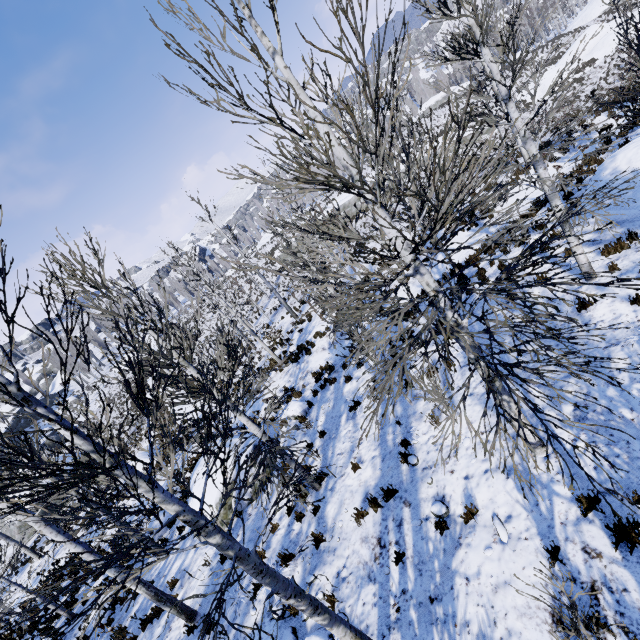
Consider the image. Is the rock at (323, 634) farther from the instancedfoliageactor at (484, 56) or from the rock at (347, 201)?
the rock at (347, 201)

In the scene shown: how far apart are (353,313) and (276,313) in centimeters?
1393cm

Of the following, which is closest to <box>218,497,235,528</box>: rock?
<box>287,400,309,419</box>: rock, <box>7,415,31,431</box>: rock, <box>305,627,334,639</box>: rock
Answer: <box>287,400,309,419</box>: rock

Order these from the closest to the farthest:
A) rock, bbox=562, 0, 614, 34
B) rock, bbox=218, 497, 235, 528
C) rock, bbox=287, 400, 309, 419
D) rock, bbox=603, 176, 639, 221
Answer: rock, bbox=603, 176, 639, 221
rock, bbox=218, 497, 235, 528
rock, bbox=287, 400, 309, 419
rock, bbox=562, 0, 614, 34

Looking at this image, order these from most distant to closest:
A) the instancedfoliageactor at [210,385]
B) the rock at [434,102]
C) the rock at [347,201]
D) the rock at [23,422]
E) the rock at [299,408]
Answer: the rock at [434,102] → the rock at [23,422] → the rock at [347,201] → the rock at [299,408] → the instancedfoliageactor at [210,385]

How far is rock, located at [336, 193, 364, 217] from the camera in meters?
42.2

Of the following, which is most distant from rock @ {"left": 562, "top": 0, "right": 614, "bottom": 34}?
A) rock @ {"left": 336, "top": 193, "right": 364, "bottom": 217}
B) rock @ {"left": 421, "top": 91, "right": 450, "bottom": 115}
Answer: rock @ {"left": 336, "top": 193, "right": 364, "bottom": 217}

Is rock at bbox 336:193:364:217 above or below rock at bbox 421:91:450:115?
below
